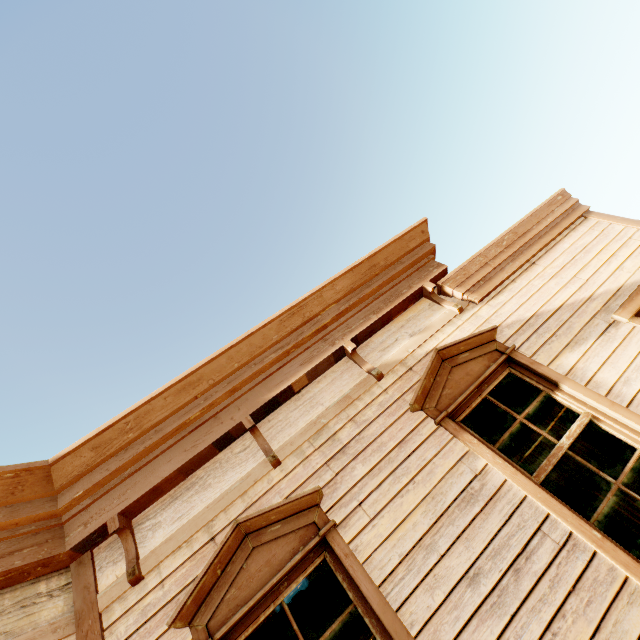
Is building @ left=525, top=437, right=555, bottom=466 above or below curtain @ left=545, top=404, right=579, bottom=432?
above

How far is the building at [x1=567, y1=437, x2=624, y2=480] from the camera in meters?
6.9 m

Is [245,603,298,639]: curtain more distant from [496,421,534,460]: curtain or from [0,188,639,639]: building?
[496,421,534,460]: curtain

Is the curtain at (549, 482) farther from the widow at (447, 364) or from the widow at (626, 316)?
the widow at (626, 316)

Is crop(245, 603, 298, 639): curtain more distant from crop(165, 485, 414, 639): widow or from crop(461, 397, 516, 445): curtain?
crop(461, 397, 516, 445): curtain

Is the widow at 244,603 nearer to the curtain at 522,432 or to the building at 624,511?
the building at 624,511

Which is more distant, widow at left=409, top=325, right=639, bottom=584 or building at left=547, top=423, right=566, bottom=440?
building at left=547, top=423, right=566, bottom=440

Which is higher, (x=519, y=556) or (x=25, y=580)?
(x=25, y=580)
